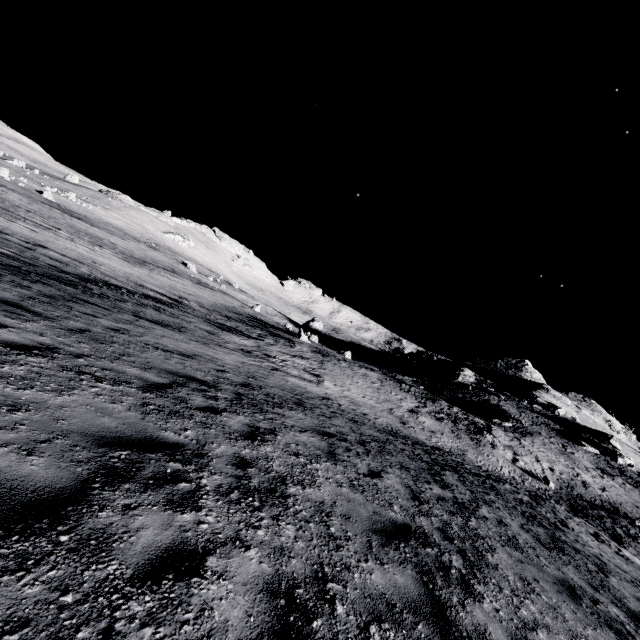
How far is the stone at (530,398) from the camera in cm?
3808

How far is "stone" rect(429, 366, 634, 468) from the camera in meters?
38.1 m

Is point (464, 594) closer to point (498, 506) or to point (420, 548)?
point (420, 548)
